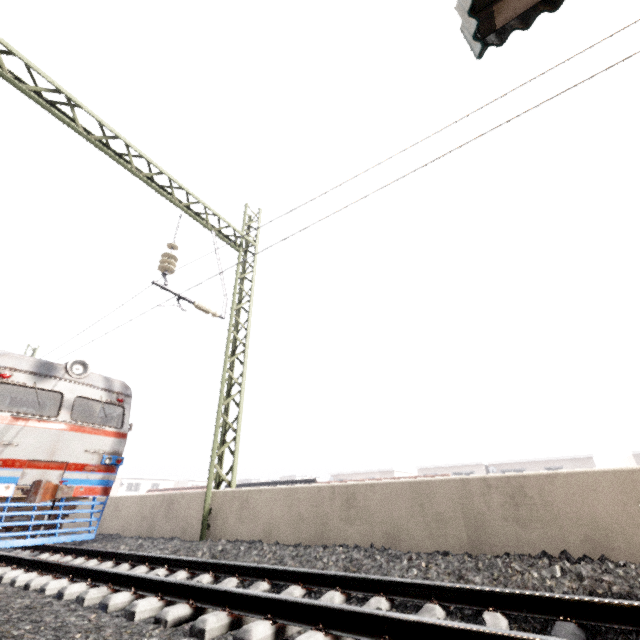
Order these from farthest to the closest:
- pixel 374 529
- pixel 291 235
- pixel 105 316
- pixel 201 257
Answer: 1. pixel 105 316
2. pixel 201 257
3. pixel 291 235
4. pixel 374 529

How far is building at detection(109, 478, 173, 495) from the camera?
50.47m

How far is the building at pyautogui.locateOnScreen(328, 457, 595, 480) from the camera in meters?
32.0

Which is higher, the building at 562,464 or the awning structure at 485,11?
the awning structure at 485,11

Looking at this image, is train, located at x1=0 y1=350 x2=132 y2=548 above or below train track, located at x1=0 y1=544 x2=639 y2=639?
above

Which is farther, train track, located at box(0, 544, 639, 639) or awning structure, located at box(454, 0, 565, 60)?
awning structure, located at box(454, 0, 565, 60)

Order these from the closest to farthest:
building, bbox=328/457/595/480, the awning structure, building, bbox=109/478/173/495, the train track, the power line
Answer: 1. the train track
2. the awning structure
3. the power line
4. building, bbox=328/457/595/480
5. building, bbox=109/478/173/495

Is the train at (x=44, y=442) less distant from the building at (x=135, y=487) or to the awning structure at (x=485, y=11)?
the awning structure at (x=485, y=11)
